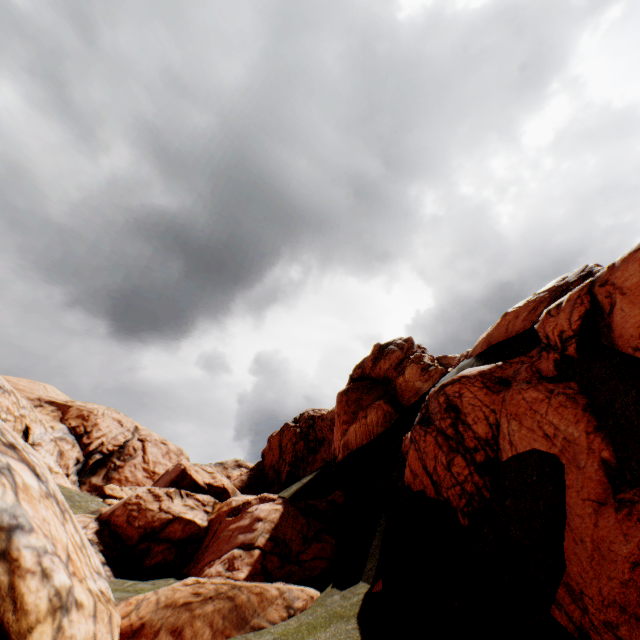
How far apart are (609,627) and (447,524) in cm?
481
